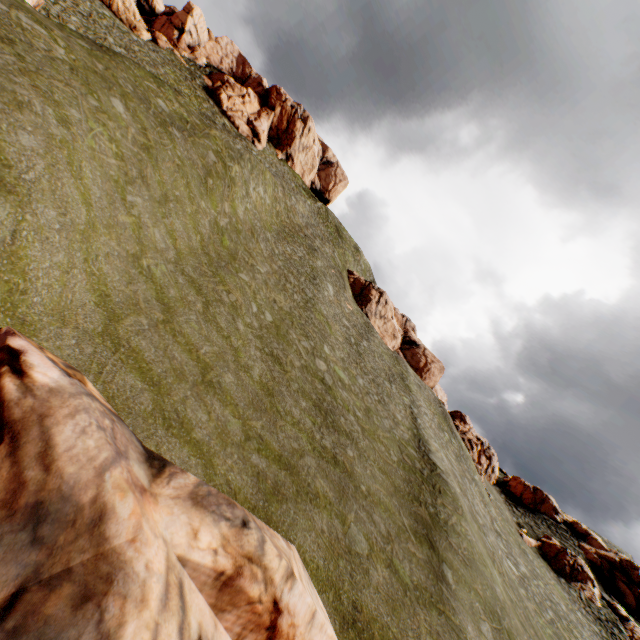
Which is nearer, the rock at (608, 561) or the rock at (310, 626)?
the rock at (310, 626)

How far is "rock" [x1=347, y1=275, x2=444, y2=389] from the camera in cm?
5350

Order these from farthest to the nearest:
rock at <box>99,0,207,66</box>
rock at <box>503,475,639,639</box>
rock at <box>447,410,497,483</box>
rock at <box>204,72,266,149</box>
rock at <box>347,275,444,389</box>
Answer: rock at <box>204,72,266,149</box>
rock at <box>347,275,444,389</box>
rock at <box>447,410,497,483</box>
rock at <box>99,0,207,66</box>
rock at <box>503,475,639,639</box>

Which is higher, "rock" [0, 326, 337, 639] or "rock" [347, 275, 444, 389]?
"rock" [347, 275, 444, 389]

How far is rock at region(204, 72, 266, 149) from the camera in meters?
54.2 m

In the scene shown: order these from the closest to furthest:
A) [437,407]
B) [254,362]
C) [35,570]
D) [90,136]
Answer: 1. [35,570]
2. [90,136]
3. [254,362]
4. [437,407]
